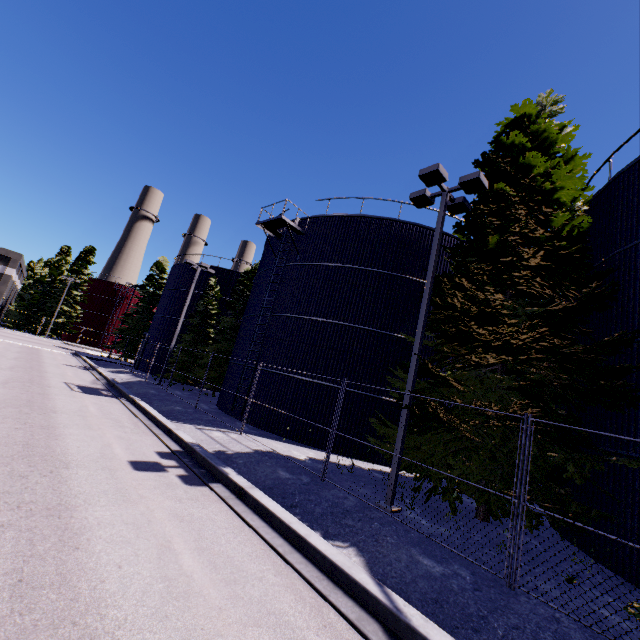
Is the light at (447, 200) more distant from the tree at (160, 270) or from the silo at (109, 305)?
the tree at (160, 270)

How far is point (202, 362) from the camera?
26.4 meters

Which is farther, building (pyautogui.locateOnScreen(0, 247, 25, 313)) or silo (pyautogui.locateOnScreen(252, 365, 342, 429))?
building (pyautogui.locateOnScreen(0, 247, 25, 313))

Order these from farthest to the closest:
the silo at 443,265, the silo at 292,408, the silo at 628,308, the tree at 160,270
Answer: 1. the tree at 160,270
2. the silo at 443,265
3. the silo at 292,408
4. the silo at 628,308

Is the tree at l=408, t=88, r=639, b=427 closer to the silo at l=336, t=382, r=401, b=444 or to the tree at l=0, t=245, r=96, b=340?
the silo at l=336, t=382, r=401, b=444

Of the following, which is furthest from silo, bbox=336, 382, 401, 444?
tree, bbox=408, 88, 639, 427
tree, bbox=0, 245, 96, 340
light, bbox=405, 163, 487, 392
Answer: tree, bbox=0, 245, 96, 340

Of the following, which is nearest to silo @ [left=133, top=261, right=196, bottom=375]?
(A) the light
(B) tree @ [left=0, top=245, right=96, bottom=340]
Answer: (A) the light

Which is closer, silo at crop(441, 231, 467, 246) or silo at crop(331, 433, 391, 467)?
silo at crop(331, 433, 391, 467)
